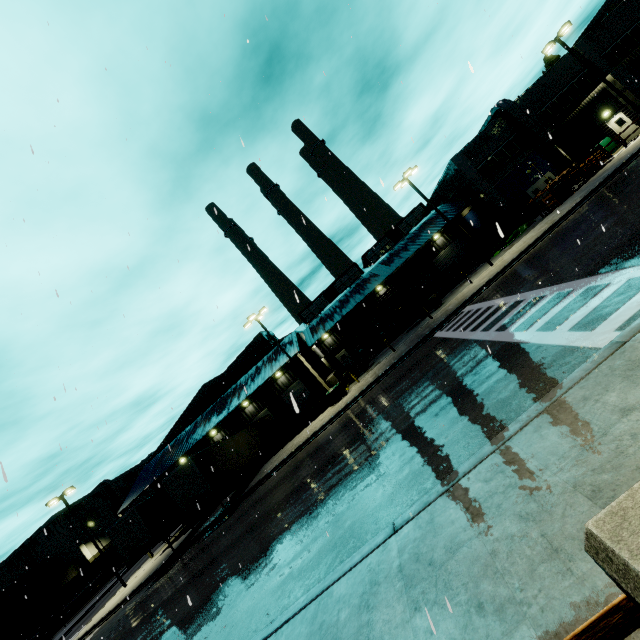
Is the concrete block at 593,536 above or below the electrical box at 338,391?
above

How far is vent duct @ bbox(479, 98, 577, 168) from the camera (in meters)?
30.74

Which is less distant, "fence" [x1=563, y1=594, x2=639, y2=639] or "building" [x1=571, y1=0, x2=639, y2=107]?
"fence" [x1=563, y1=594, x2=639, y2=639]

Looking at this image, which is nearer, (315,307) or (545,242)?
(545,242)

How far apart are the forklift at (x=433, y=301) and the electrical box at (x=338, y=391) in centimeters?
1026cm

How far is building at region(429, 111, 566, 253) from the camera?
32.12m

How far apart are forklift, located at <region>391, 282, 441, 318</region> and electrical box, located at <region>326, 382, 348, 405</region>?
10.3 meters

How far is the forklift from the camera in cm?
2925
